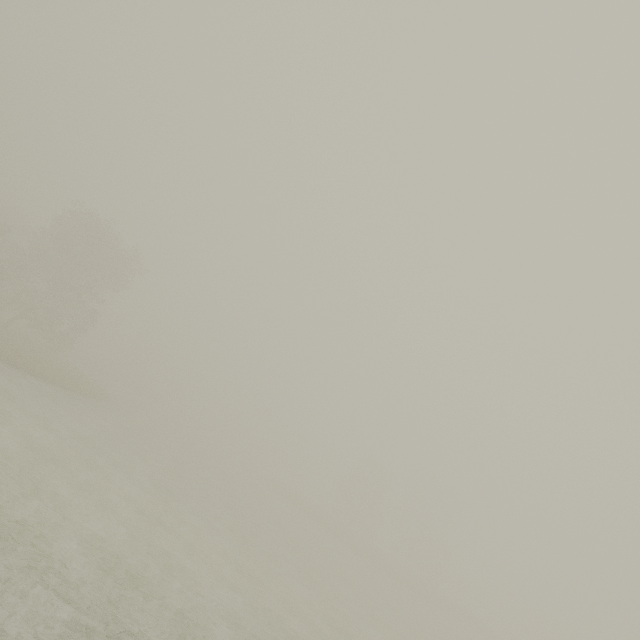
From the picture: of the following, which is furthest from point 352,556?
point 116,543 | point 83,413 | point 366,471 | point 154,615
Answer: point 154,615
